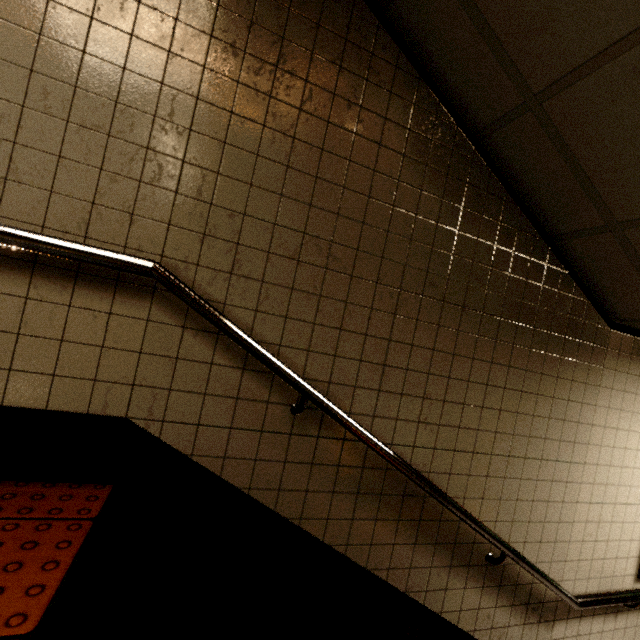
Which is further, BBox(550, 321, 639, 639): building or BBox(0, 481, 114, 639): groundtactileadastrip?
BBox(550, 321, 639, 639): building

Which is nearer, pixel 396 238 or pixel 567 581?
pixel 396 238

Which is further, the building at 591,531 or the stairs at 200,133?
the building at 591,531

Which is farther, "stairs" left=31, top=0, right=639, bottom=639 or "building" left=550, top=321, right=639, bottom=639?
"building" left=550, top=321, right=639, bottom=639

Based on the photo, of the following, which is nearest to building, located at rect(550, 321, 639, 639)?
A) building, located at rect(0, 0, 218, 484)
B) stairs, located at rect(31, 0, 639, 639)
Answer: stairs, located at rect(31, 0, 639, 639)

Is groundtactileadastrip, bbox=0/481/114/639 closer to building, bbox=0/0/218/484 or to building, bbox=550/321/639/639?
building, bbox=0/0/218/484

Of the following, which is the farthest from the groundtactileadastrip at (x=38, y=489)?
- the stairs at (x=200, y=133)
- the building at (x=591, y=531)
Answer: the building at (x=591, y=531)
